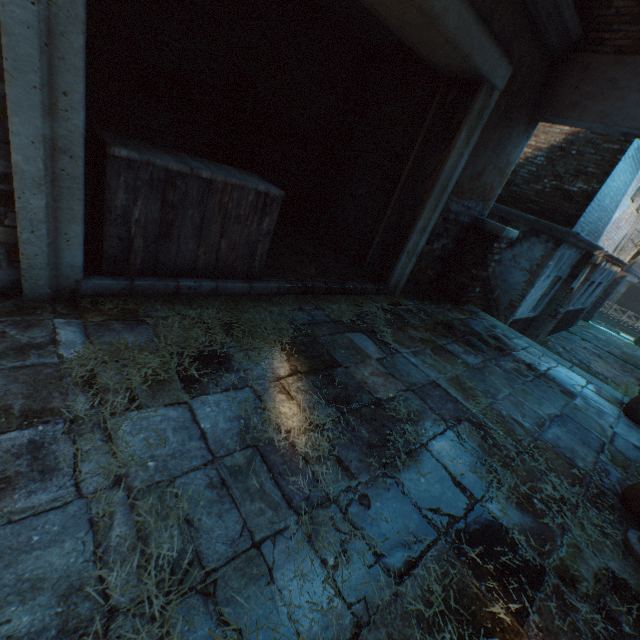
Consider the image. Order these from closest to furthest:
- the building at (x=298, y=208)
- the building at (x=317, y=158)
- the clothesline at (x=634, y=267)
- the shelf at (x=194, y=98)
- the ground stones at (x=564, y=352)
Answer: the shelf at (x=194, y=98), the building at (x=317, y=158), the building at (x=298, y=208), the ground stones at (x=564, y=352), the clothesline at (x=634, y=267)

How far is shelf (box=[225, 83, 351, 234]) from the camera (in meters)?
4.61

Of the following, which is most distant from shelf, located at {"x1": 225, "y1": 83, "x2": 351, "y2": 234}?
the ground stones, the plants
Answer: the plants

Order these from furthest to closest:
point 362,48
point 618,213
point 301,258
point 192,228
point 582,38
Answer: point 618,213 < point 362,48 < point 301,258 < point 582,38 < point 192,228

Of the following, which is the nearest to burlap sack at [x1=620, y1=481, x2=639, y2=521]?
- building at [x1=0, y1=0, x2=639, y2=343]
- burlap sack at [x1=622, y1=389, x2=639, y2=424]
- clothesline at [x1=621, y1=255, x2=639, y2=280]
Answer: burlap sack at [x1=622, y1=389, x2=639, y2=424]

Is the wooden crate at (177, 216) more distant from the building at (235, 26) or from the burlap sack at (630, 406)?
the burlap sack at (630, 406)

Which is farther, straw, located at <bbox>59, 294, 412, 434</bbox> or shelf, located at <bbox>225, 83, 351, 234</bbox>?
shelf, located at <bbox>225, 83, 351, 234</bbox>

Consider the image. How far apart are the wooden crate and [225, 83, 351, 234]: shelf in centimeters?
146cm
